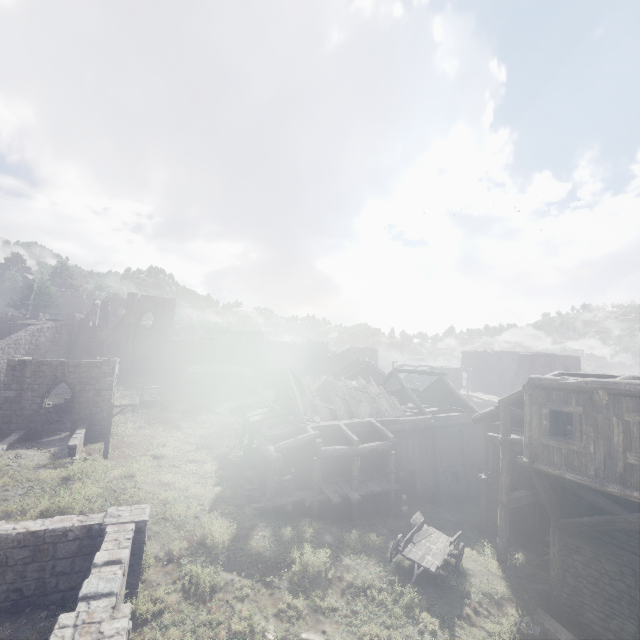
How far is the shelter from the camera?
37.4m

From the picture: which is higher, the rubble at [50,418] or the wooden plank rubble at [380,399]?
the wooden plank rubble at [380,399]

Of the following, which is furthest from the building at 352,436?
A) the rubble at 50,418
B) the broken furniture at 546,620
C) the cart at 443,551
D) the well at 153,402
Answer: the well at 153,402

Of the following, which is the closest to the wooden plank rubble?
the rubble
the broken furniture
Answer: the broken furniture

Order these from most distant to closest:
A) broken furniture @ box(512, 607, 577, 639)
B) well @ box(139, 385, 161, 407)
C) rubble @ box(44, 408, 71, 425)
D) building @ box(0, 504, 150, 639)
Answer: well @ box(139, 385, 161, 407) < rubble @ box(44, 408, 71, 425) < broken furniture @ box(512, 607, 577, 639) < building @ box(0, 504, 150, 639)

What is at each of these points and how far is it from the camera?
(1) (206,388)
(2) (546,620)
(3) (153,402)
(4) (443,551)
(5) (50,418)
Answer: (1) shelter, 38.7m
(2) broken furniture, 11.1m
(3) well, 32.6m
(4) cart, 13.0m
(5) rubble, 25.0m

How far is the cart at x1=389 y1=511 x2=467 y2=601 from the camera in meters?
12.4 m

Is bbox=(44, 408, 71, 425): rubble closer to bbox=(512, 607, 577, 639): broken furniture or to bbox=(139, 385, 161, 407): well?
bbox=(139, 385, 161, 407): well
